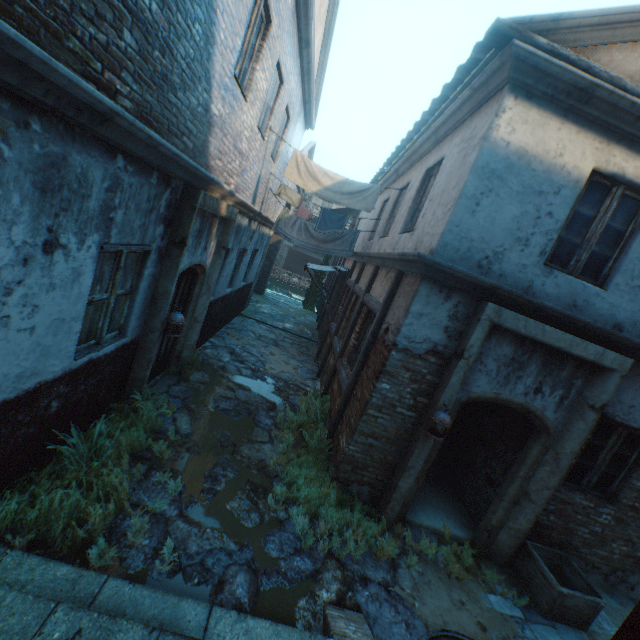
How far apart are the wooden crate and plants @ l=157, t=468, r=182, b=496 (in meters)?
5.23

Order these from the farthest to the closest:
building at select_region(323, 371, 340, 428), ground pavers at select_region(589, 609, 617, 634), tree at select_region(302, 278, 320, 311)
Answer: tree at select_region(302, 278, 320, 311) → building at select_region(323, 371, 340, 428) → ground pavers at select_region(589, 609, 617, 634)

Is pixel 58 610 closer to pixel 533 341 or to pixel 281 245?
pixel 533 341

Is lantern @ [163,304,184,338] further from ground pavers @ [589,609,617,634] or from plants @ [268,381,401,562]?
ground pavers @ [589,609,617,634]

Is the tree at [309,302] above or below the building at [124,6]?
below

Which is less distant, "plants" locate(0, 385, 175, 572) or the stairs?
the stairs

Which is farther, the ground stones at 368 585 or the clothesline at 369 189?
the clothesline at 369 189

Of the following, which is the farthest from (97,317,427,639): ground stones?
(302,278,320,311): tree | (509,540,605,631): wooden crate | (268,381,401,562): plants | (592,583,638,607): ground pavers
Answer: (302,278,320,311): tree
